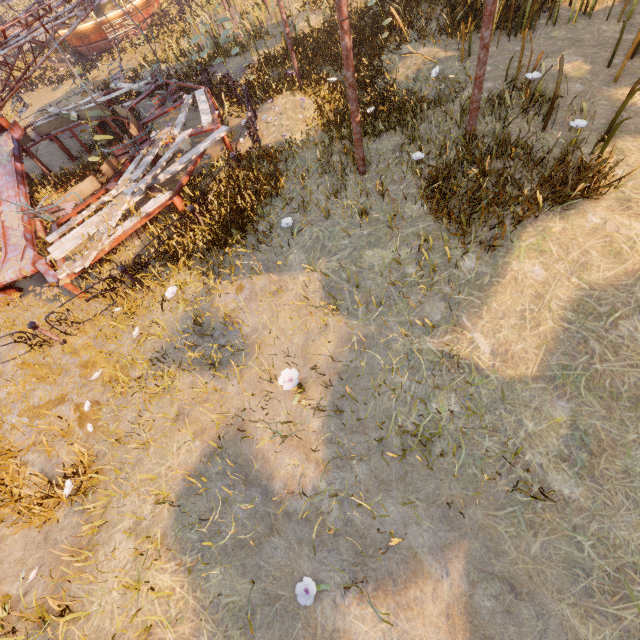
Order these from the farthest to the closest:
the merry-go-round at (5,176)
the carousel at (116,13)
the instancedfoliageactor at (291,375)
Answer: the carousel at (116,13)
the merry-go-round at (5,176)
the instancedfoliageactor at (291,375)

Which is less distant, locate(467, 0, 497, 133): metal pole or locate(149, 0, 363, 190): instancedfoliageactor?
locate(467, 0, 497, 133): metal pole

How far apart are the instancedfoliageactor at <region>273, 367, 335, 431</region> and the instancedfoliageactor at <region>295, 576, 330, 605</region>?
2.1 meters

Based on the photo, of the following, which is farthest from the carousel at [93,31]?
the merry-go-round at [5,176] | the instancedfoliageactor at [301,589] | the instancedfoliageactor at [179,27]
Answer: the instancedfoliageactor at [301,589]

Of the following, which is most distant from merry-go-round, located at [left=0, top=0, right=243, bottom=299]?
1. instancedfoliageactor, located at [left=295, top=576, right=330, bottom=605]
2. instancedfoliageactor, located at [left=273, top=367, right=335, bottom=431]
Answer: instancedfoliageactor, located at [left=295, top=576, right=330, bottom=605]

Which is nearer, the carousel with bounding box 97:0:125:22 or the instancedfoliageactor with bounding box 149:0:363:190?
the instancedfoliageactor with bounding box 149:0:363:190

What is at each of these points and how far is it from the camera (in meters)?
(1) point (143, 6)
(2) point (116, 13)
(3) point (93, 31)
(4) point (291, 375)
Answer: (1) carousel, 21.11
(2) carousel, 20.14
(3) carousel, 20.62
(4) instancedfoliageactor, 4.53

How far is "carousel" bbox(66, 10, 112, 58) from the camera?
20.1 meters
